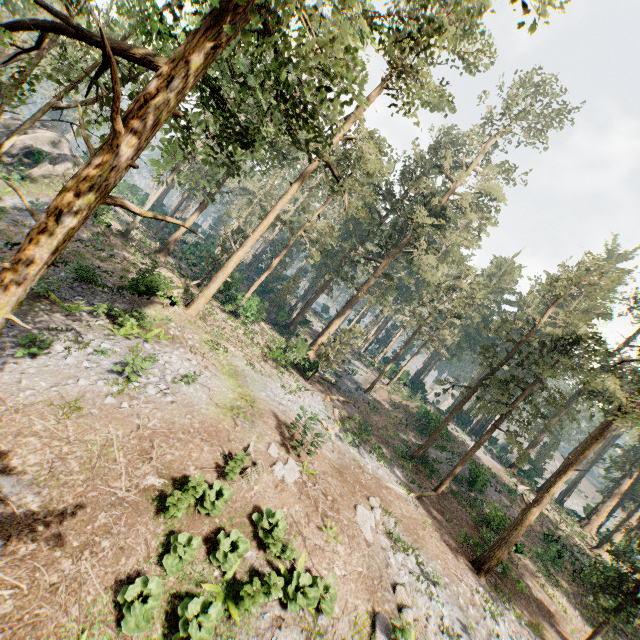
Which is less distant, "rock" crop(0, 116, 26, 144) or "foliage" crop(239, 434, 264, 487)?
"foliage" crop(239, 434, 264, 487)

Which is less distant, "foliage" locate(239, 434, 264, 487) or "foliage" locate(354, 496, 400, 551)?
"foliage" locate(239, 434, 264, 487)

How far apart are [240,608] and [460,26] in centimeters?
3037cm

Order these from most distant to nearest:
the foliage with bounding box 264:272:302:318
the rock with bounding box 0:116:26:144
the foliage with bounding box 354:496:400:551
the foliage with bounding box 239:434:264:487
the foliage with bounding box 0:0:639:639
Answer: the foliage with bounding box 264:272:302:318, the rock with bounding box 0:116:26:144, the foliage with bounding box 354:496:400:551, the foliage with bounding box 239:434:264:487, the foliage with bounding box 0:0:639:639

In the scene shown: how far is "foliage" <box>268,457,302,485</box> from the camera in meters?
12.3 m

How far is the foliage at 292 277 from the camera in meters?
44.3 m

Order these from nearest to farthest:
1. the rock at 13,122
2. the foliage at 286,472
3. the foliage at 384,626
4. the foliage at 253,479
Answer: the foliage at 384,626 < the foliage at 253,479 < the foliage at 286,472 < the rock at 13,122
